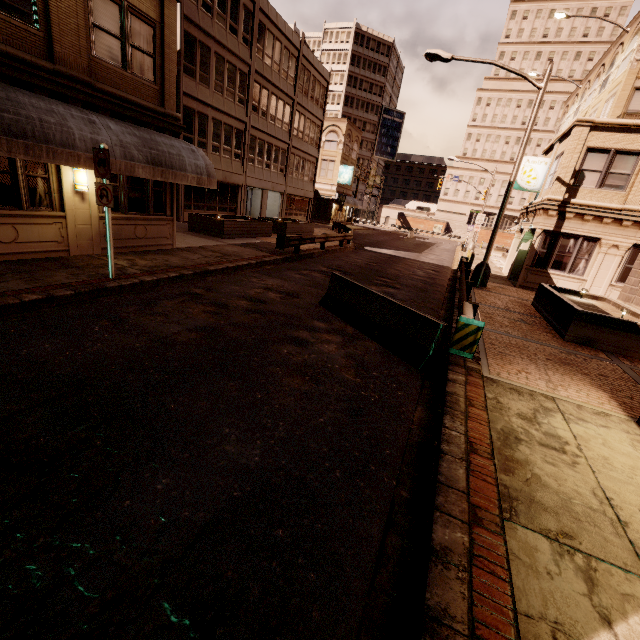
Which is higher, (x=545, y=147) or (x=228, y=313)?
(x=545, y=147)

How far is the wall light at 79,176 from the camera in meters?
9.1 m

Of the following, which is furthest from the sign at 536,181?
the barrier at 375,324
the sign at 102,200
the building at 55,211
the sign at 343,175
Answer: the sign at 343,175

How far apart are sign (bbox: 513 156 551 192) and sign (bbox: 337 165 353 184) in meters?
27.3

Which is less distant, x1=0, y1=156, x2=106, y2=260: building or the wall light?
x1=0, y1=156, x2=106, y2=260: building

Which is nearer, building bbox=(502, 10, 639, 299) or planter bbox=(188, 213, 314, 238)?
building bbox=(502, 10, 639, 299)

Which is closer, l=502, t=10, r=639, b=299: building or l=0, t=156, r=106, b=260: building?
l=0, t=156, r=106, b=260: building

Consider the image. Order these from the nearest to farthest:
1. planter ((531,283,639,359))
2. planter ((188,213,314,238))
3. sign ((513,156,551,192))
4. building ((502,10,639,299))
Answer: planter ((531,283,639,359)) < building ((502,10,639,299)) < planter ((188,213,314,238)) < sign ((513,156,551,192))
